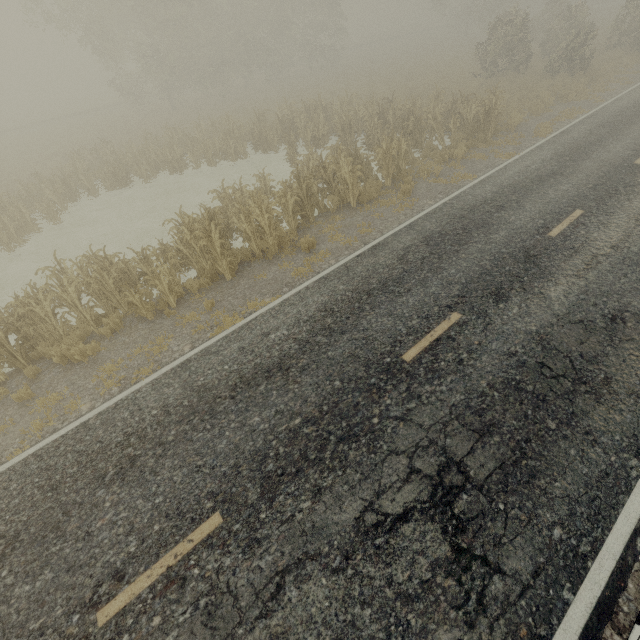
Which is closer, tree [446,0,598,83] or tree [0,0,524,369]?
tree [0,0,524,369]

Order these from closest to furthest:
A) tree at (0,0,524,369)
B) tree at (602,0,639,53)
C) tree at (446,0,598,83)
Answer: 1. tree at (0,0,524,369)
2. tree at (446,0,598,83)
3. tree at (602,0,639,53)

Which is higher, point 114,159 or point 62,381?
point 114,159

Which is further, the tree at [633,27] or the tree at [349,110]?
the tree at [633,27]
